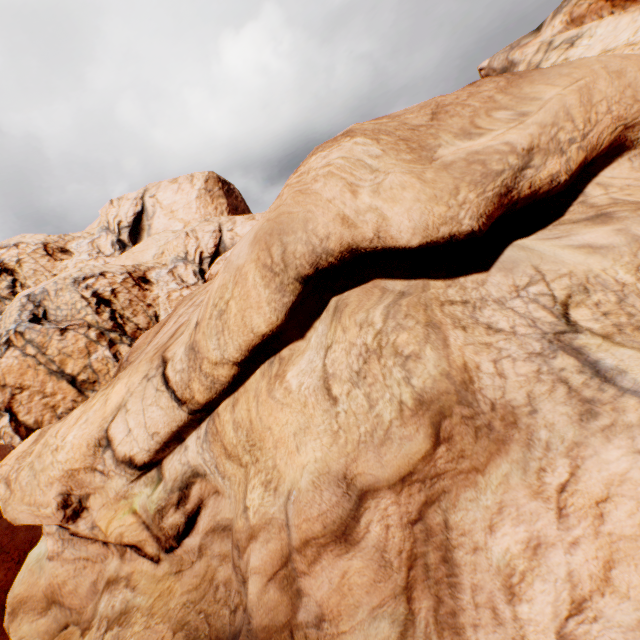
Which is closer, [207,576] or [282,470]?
[282,470]
